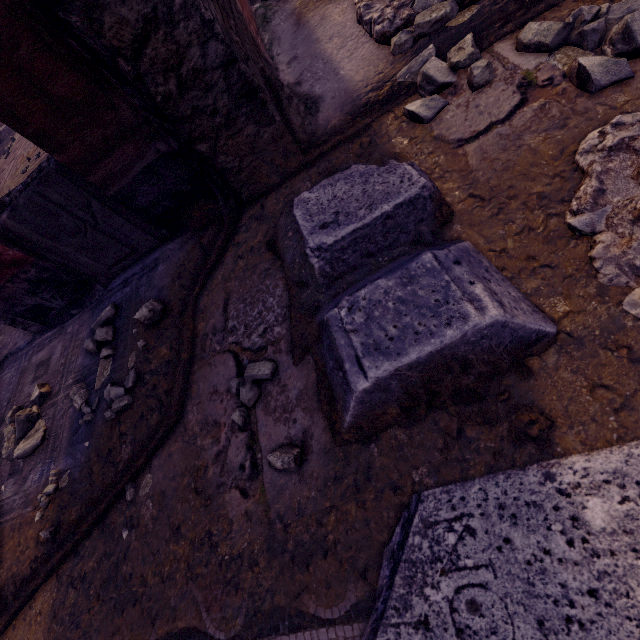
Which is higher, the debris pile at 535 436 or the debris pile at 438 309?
the debris pile at 438 309

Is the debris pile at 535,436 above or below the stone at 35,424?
below

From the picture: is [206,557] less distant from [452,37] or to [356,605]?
[356,605]

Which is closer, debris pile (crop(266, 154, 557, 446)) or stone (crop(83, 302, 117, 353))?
debris pile (crop(266, 154, 557, 446))

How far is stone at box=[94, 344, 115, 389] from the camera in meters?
1.9

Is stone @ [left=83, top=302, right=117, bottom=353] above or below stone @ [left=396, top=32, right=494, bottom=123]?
above

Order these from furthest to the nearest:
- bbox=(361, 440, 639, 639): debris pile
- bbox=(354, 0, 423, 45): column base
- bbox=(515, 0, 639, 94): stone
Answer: bbox=(354, 0, 423, 45): column base → bbox=(515, 0, 639, 94): stone → bbox=(361, 440, 639, 639): debris pile

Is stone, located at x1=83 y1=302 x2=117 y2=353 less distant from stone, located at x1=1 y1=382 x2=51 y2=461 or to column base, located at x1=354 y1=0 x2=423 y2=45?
stone, located at x1=1 y1=382 x2=51 y2=461
